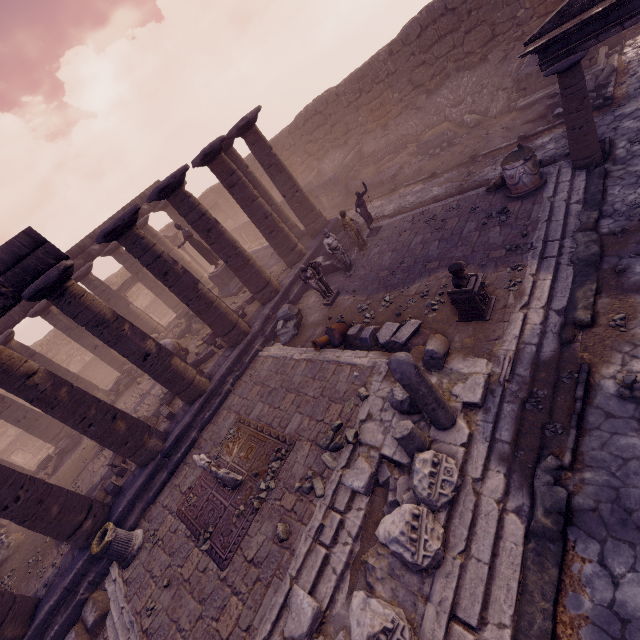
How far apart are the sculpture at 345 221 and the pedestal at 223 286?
6.5m

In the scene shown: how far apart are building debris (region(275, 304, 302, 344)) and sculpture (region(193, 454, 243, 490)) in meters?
4.5 m

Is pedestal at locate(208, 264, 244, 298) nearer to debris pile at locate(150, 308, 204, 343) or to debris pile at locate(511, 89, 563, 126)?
debris pile at locate(150, 308, 204, 343)

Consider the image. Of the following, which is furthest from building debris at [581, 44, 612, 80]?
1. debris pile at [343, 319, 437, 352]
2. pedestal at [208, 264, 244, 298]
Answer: pedestal at [208, 264, 244, 298]

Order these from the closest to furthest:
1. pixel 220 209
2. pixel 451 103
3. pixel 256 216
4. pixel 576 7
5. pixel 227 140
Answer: pixel 576 7 → pixel 256 216 → pixel 227 140 → pixel 451 103 → pixel 220 209

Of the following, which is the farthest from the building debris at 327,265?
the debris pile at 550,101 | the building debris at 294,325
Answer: the debris pile at 550,101

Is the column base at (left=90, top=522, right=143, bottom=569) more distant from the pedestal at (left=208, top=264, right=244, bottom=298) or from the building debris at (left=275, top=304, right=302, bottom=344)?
the pedestal at (left=208, top=264, right=244, bottom=298)

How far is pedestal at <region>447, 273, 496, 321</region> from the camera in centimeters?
673cm
